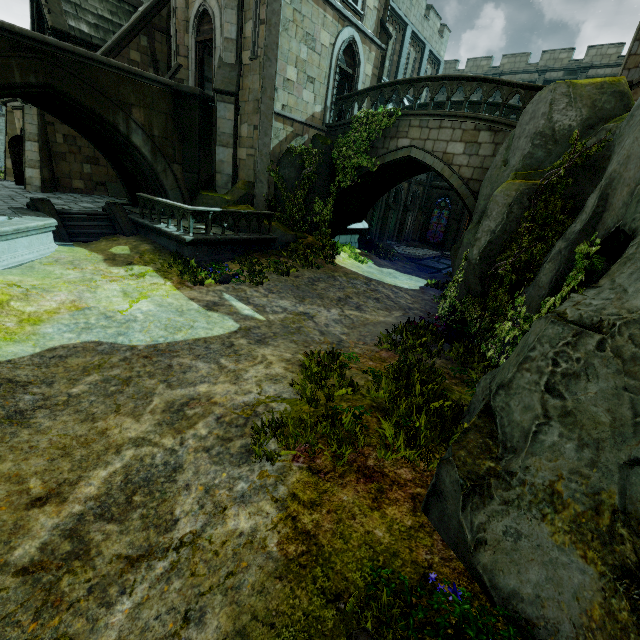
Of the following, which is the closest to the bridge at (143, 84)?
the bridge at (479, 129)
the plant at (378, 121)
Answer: the plant at (378, 121)

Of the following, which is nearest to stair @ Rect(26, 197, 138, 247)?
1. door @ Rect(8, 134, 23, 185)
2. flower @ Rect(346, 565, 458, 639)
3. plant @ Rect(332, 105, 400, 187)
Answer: plant @ Rect(332, 105, 400, 187)

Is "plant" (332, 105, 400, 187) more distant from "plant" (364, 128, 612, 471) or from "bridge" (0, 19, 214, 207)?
"plant" (364, 128, 612, 471)

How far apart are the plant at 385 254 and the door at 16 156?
18.0m

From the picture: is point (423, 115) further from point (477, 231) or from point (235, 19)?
point (235, 19)

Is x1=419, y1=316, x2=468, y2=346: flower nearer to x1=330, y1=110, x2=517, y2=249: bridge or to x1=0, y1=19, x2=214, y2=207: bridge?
x1=330, y1=110, x2=517, y2=249: bridge

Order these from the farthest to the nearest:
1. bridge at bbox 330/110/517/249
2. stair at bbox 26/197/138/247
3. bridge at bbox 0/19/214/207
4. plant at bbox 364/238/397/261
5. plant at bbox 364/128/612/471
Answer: plant at bbox 364/238/397/261 → bridge at bbox 330/110/517/249 → stair at bbox 26/197/138/247 → bridge at bbox 0/19/214/207 → plant at bbox 364/128/612/471

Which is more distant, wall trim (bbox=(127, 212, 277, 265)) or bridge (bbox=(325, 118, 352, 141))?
bridge (bbox=(325, 118, 352, 141))
